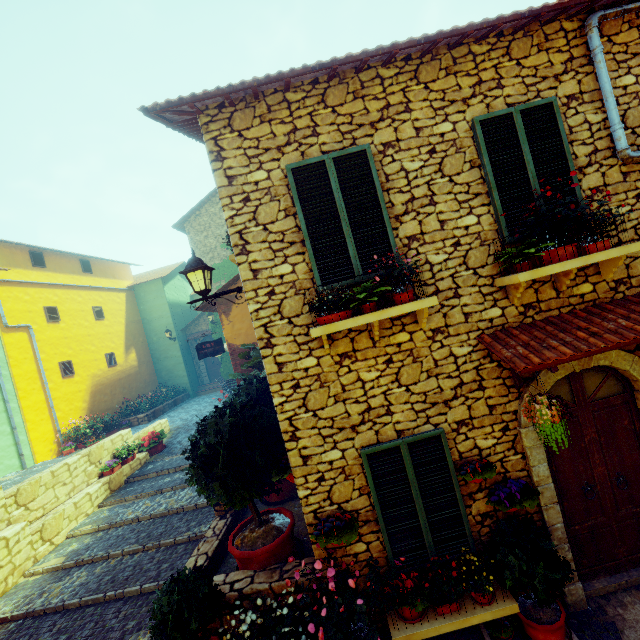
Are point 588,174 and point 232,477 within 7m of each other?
yes

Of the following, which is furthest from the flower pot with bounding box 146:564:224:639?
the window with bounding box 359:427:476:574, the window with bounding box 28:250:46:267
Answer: the window with bounding box 28:250:46:267

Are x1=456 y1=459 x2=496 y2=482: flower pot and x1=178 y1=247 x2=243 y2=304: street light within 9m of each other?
yes

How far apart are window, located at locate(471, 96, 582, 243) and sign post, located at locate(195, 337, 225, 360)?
9.6m

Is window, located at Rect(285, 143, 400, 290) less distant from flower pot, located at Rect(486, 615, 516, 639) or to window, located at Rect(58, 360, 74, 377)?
flower pot, located at Rect(486, 615, 516, 639)

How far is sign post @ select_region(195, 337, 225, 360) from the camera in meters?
11.5 m

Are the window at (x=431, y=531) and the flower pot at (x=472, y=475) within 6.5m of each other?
yes

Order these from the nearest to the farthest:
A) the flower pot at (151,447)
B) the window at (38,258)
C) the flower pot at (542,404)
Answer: the flower pot at (542,404) < the flower pot at (151,447) < the window at (38,258)
